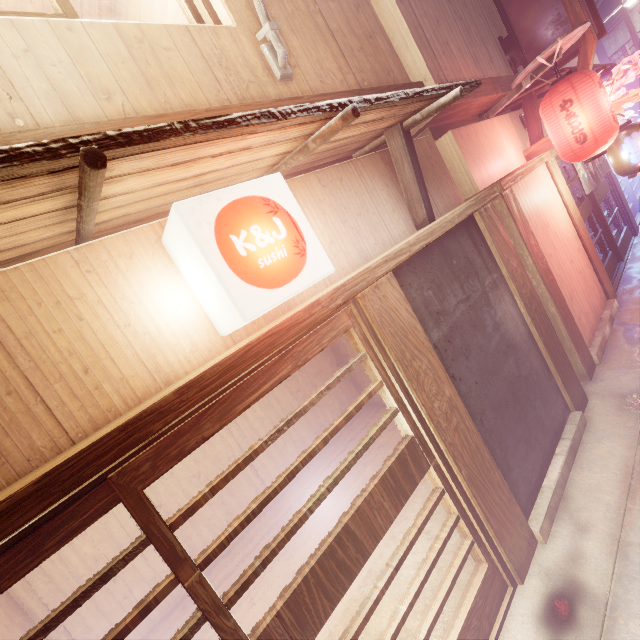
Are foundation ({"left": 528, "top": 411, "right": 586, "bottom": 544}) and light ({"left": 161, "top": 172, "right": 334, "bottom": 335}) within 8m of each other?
yes

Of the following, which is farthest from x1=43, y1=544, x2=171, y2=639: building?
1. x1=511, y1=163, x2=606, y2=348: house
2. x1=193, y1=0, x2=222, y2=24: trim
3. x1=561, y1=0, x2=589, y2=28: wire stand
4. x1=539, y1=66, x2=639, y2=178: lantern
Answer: x1=561, y1=0, x2=589, y2=28: wire stand

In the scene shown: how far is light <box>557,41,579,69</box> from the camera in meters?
9.6

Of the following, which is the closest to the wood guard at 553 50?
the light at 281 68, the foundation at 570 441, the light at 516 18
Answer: the light at 516 18

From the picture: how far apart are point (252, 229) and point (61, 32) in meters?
2.8

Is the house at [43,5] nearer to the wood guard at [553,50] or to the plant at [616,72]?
the wood guard at [553,50]

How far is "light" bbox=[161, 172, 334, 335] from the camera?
3.0 meters

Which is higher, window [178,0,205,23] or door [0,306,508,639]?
window [178,0,205,23]
